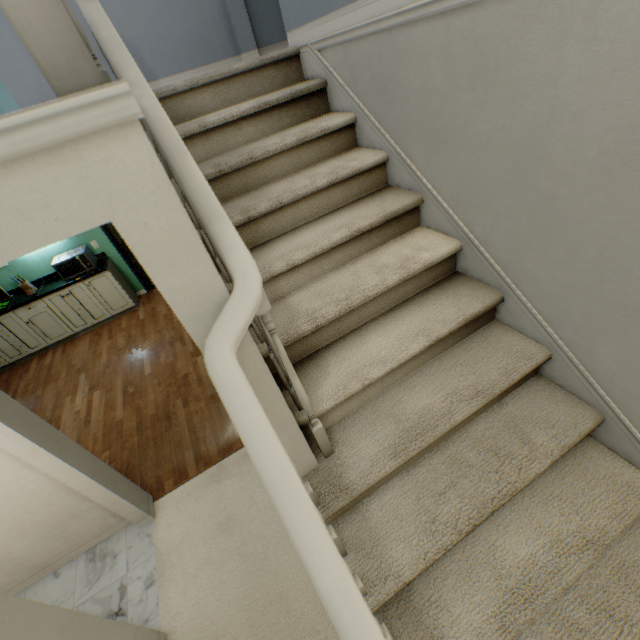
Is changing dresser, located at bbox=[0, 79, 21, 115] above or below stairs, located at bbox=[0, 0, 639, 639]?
above

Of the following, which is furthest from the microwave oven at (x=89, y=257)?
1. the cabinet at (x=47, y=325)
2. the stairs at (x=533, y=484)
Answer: the stairs at (x=533, y=484)

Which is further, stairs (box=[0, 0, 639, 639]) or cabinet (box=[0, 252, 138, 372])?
cabinet (box=[0, 252, 138, 372])

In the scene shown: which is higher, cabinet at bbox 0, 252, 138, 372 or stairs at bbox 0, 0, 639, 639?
stairs at bbox 0, 0, 639, 639

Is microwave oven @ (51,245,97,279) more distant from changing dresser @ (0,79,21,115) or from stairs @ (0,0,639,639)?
stairs @ (0,0,639,639)

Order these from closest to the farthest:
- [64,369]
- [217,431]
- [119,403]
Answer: [217,431]
[119,403]
[64,369]

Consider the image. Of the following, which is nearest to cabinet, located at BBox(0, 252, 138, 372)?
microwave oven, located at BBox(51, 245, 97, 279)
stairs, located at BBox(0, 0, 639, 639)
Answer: microwave oven, located at BBox(51, 245, 97, 279)

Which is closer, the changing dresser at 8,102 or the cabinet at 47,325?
the changing dresser at 8,102
